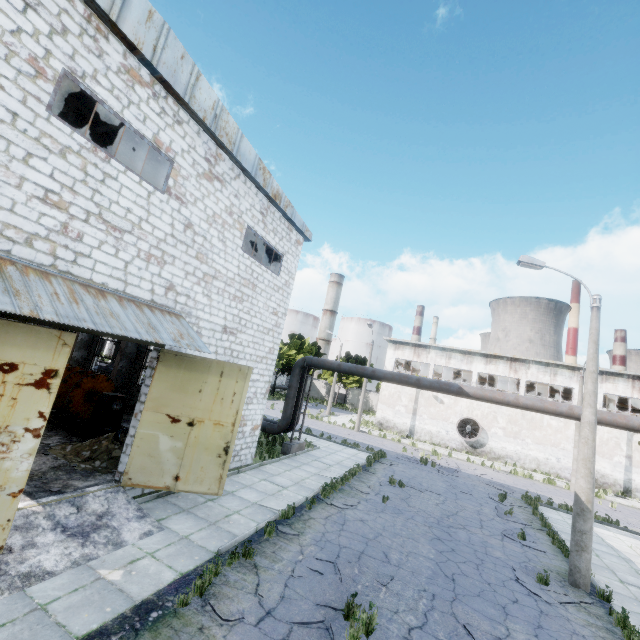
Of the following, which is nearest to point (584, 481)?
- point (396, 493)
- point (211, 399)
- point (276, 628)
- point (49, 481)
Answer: point (396, 493)

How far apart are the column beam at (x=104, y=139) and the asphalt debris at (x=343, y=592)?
13.26m

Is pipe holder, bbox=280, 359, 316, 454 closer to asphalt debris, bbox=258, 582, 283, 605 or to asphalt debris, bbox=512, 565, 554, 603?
asphalt debris, bbox=258, 582, 283, 605

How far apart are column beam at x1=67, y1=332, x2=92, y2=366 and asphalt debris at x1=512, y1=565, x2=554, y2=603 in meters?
23.7 m

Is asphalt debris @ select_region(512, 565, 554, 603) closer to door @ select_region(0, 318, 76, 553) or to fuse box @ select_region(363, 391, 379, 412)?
door @ select_region(0, 318, 76, 553)

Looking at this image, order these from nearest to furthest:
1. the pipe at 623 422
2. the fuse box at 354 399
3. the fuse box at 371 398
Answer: the pipe at 623 422
the fuse box at 371 398
the fuse box at 354 399

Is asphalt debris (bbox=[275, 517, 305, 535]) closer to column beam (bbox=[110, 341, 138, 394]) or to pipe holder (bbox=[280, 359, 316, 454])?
pipe holder (bbox=[280, 359, 316, 454])

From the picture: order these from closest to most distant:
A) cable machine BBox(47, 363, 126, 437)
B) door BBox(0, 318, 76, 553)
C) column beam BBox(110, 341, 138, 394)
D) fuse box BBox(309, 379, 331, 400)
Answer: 1. door BBox(0, 318, 76, 553)
2. cable machine BBox(47, 363, 126, 437)
3. column beam BBox(110, 341, 138, 394)
4. fuse box BBox(309, 379, 331, 400)
